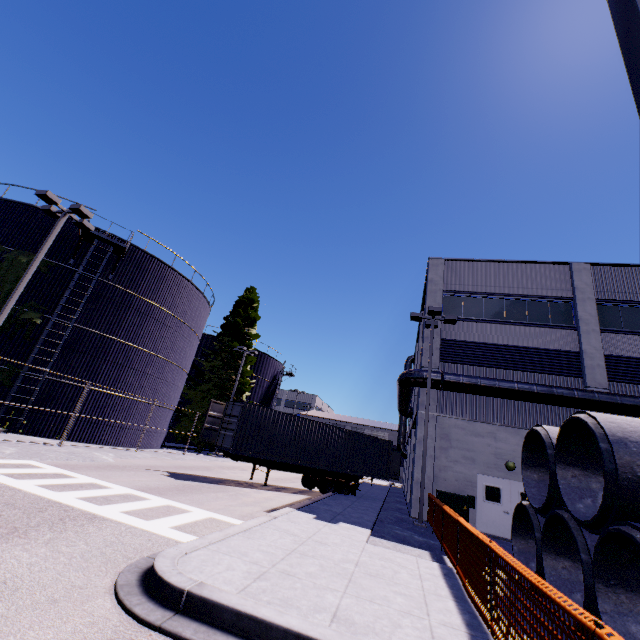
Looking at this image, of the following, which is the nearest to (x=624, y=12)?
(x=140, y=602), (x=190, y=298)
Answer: (x=140, y=602)

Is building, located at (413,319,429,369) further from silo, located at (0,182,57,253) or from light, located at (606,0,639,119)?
light, located at (606,0,639,119)

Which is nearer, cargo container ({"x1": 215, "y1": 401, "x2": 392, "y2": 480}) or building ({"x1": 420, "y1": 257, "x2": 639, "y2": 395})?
cargo container ({"x1": 215, "y1": 401, "x2": 392, "y2": 480})

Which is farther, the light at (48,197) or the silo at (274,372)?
the silo at (274,372)

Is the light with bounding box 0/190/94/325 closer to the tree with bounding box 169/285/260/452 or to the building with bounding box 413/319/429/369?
the tree with bounding box 169/285/260/452

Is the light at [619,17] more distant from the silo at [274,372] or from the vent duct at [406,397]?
the silo at [274,372]

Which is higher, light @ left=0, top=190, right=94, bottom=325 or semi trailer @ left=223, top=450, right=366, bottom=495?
light @ left=0, top=190, right=94, bottom=325

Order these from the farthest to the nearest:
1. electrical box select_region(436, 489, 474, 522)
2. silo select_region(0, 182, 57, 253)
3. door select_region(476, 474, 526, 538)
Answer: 1. silo select_region(0, 182, 57, 253)
2. door select_region(476, 474, 526, 538)
3. electrical box select_region(436, 489, 474, 522)
